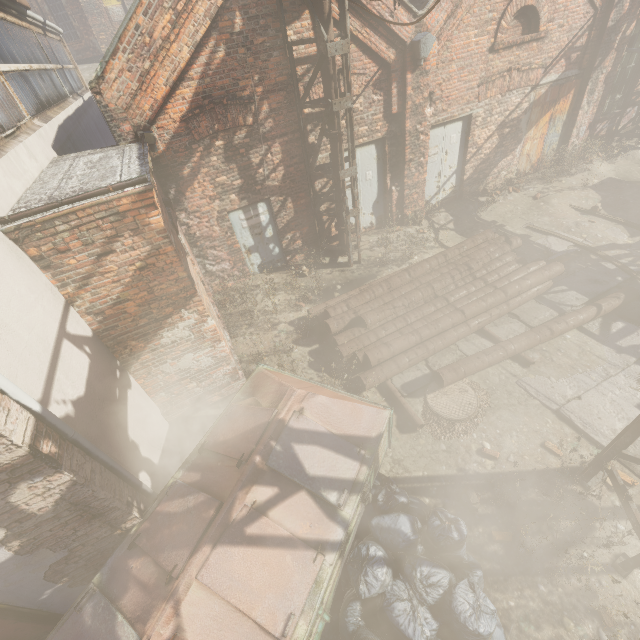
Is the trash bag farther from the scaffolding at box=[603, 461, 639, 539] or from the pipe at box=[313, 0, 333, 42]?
the pipe at box=[313, 0, 333, 42]

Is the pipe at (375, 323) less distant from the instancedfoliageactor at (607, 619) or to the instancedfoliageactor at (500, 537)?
the instancedfoliageactor at (500, 537)

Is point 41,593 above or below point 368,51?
below

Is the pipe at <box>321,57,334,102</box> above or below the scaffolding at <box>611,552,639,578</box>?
above

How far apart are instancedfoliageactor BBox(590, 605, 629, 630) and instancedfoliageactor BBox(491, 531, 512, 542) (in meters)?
0.46

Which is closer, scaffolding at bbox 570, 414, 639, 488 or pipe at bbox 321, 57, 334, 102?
scaffolding at bbox 570, 414, 639, 488

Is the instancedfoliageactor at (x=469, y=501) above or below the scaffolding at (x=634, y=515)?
below

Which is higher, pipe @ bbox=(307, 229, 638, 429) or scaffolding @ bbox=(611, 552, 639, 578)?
pipe @ bbox=(307, 229, 638, 429)
